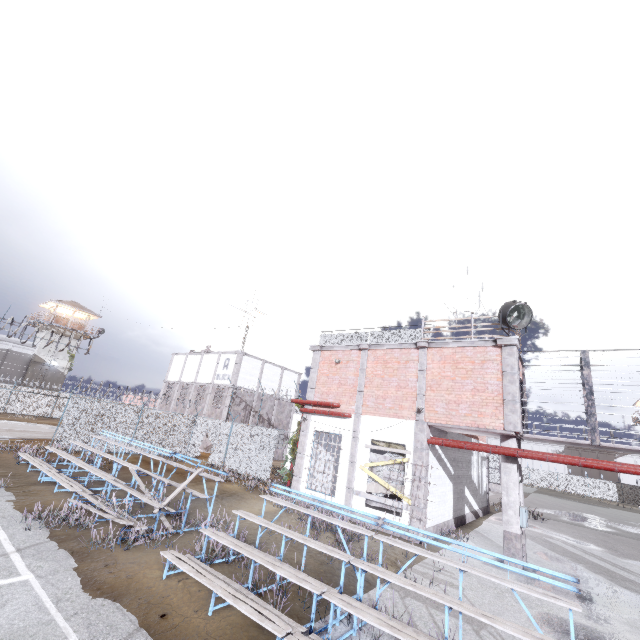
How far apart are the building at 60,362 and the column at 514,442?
51.4m

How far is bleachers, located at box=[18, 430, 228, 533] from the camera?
8.8m

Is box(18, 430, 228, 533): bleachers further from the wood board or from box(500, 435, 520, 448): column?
Answer: box(500, 435, 520, 448): column

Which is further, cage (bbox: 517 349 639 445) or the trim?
the trim

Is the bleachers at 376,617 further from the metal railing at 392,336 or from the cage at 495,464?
the metal railing at 392,336

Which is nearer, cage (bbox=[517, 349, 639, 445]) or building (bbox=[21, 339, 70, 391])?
cage (bbox=[517, 349, 639, 445])

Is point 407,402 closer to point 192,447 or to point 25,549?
point 25,549

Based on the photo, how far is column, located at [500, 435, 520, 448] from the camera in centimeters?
1125cm
